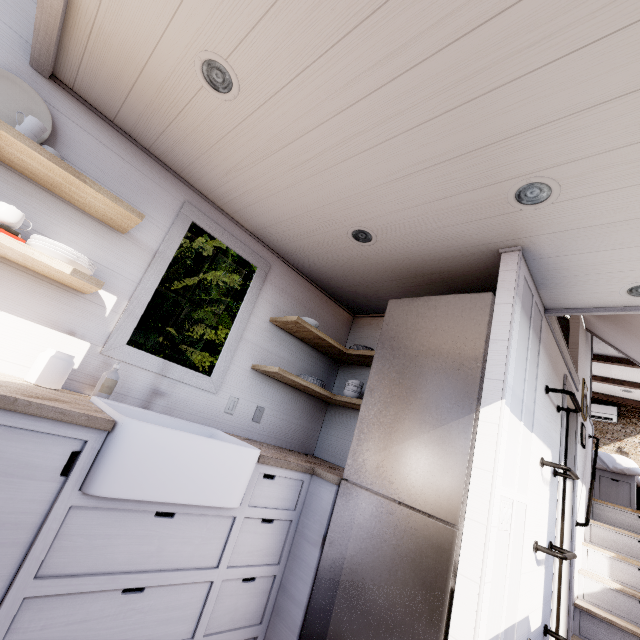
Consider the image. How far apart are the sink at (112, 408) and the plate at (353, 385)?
1.16m

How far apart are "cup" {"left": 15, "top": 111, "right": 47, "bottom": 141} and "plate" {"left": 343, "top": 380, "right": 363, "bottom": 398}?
2.46m

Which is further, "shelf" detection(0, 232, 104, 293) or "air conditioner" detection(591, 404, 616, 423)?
"air conditioner" detection(591, 404, 616, 423)

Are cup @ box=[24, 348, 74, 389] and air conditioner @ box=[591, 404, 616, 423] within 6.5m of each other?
no

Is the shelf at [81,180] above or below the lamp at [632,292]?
below

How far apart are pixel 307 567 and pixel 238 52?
2.6m

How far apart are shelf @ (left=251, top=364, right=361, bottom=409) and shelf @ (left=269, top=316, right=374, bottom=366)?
0.4m

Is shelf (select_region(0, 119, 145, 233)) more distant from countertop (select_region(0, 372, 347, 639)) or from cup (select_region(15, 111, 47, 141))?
countertop (select_region(0, 372, 347, 639))
